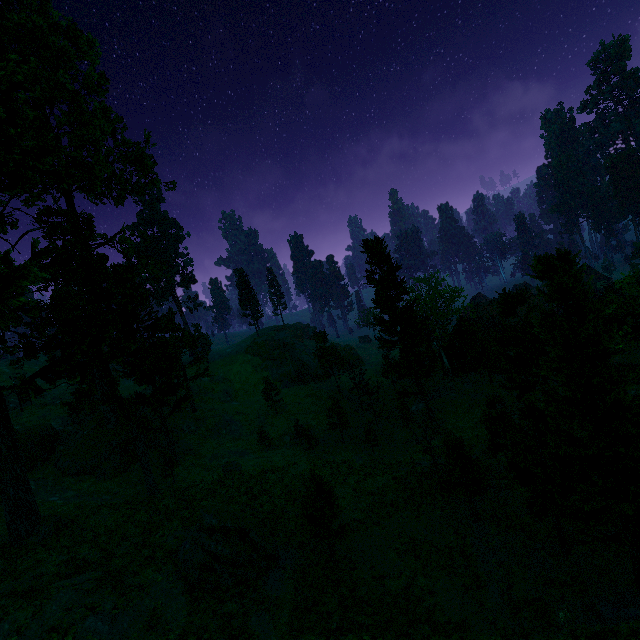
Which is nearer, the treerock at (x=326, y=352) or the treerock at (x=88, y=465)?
the treerock at (x=88, y=465)

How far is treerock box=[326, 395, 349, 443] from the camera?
40.2 meters

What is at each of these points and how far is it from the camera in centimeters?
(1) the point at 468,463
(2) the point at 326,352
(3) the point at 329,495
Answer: (1) treerock, 2189cm
(2) treerock, 5212cm
(3) treerock, 2230cm

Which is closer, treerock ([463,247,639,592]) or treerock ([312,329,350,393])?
treerock ([463,247,639,592])
